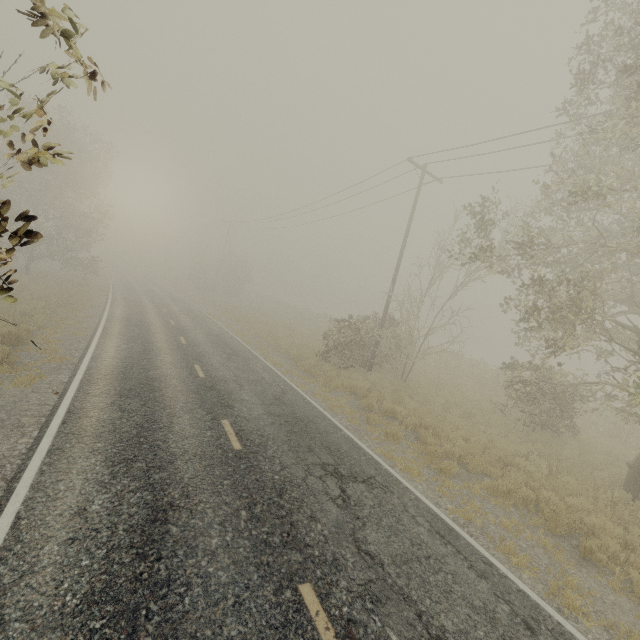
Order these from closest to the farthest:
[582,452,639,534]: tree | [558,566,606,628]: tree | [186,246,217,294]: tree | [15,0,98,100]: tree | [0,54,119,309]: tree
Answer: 1. [15,0,98,100]: tree
2. [0,54,119,309]: tree
3. [558,566,606,628]: tree
4. [582,452,639,534]: tree
5. [186,246,217,294]: tree

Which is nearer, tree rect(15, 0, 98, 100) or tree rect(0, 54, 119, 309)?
tree rect(15, 0, 98, 100)

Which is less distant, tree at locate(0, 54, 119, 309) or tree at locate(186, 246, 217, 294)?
tree at locate(0, 54, 119, 309)

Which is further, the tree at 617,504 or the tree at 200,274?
the tree at 200,274

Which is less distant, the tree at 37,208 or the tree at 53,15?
the tree at 53,15

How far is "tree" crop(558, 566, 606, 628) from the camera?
5.0m

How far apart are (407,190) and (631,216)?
12.4m

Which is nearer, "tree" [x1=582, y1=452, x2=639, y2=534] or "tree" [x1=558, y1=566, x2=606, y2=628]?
"tree" [x1=558, y1=566, x2=606, y2=628]
